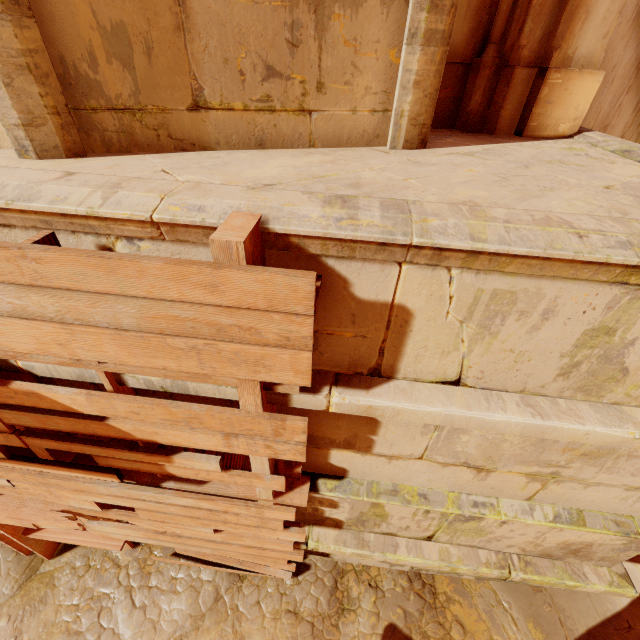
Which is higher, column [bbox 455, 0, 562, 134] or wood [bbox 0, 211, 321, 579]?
column [bbox 455, 0, 562, 134]

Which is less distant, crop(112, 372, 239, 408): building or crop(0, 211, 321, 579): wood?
crop(0, 211, 321, 579): wood

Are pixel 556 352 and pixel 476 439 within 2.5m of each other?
yes

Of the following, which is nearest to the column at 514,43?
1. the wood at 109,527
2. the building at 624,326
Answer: the building at 624,326

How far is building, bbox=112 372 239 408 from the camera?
1.8 meters

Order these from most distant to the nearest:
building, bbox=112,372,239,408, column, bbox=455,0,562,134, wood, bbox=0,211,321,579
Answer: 1. column, bbox=455,0,562,134
2. building, bbox=112,372,239,408
3. wood, bbox=0,211,321,579

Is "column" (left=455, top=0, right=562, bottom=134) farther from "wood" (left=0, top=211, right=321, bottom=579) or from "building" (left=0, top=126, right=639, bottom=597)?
"wood" (left=0, top=211, right=321, bottom=579)

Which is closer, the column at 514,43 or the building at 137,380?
the building at 137,380
